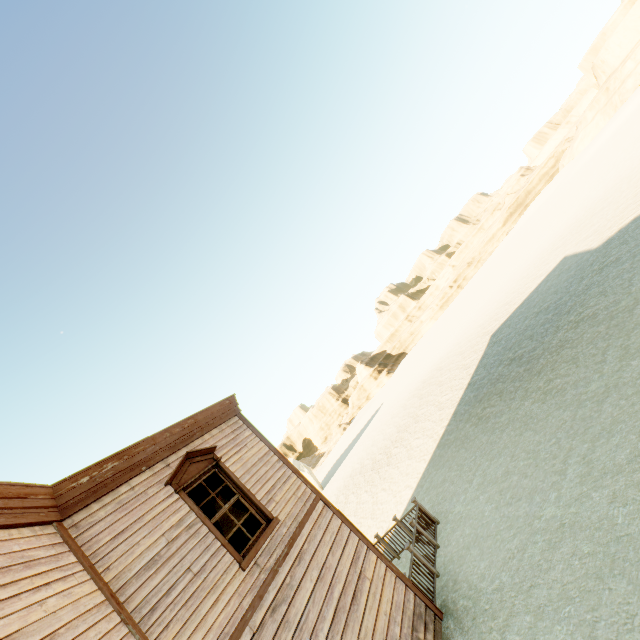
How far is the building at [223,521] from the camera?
8.8 meters

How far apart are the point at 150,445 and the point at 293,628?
4.0 meters

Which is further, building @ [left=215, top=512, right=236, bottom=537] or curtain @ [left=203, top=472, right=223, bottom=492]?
building @ [left=215, top=512, right=236, bottom=537]

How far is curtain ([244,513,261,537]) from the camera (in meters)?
6.51

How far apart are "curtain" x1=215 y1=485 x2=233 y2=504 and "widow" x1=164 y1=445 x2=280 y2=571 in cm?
3

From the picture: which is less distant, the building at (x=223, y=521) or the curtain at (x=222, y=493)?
the curtain at (x=222, y=493)

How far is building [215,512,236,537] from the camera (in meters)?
8.83
